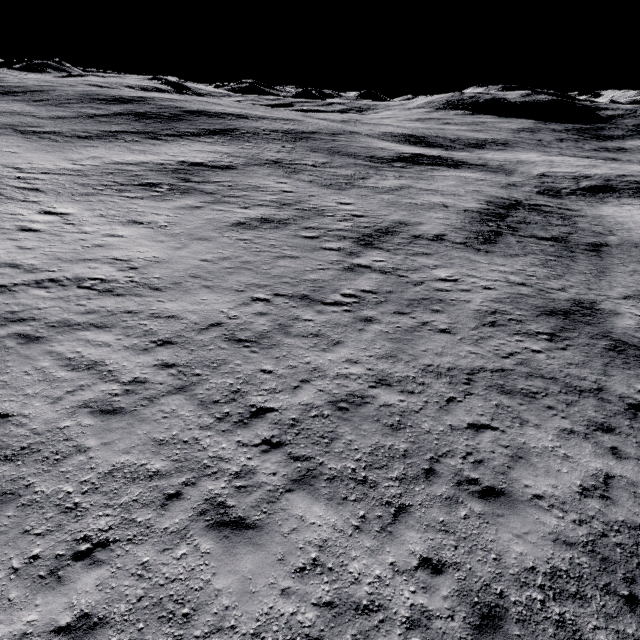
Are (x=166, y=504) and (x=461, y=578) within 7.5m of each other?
yes
